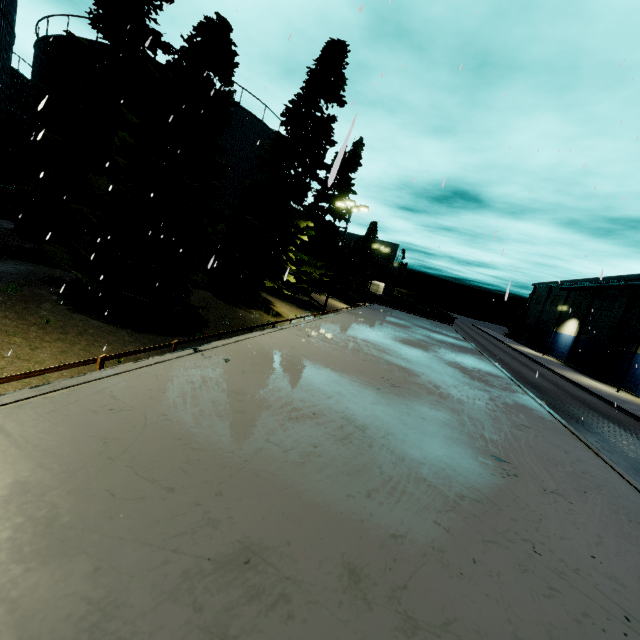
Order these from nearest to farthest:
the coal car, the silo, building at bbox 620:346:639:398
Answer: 1. the coal car
2. the silo
3. building at bbox 620:346:639:398

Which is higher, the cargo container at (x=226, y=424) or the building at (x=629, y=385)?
the cargo container at (x=226, y=424)

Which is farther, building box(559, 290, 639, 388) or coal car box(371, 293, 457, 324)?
building box(559, 290, 639, 388)

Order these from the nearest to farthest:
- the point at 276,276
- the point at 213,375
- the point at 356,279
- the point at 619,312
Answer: the point at 213,375
the point at 276,276
the point at 619,312
the point at 356,279

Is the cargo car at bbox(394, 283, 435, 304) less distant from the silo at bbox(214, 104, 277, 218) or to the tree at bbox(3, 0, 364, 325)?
the tree at bbox(3, 0, 364, 325)

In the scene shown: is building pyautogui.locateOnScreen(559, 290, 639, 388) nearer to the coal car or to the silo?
the coal car

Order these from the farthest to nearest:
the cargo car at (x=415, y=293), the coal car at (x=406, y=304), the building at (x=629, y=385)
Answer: the building at (x=629, y=385), the cargo car at (x=415, y=293), the coal car at (x=406, y=304)

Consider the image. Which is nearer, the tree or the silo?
A: the tree
